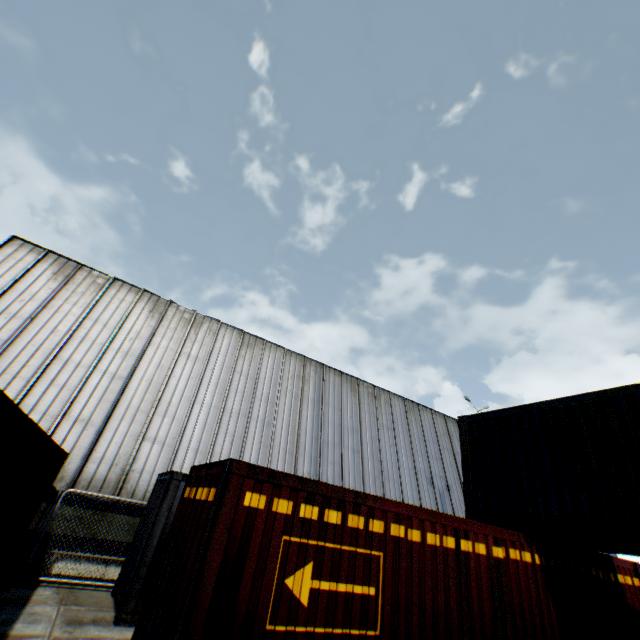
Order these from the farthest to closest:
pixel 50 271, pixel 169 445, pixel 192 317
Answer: pixel 192 317, pixel 50 271, pixel 169 445

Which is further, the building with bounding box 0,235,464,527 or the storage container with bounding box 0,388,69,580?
A: the building with bounding box 0,235,464,527

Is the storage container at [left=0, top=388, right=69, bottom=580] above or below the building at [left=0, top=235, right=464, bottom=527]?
below

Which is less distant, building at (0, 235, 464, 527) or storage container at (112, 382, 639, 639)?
storage container at (112, 382, 639, 639)

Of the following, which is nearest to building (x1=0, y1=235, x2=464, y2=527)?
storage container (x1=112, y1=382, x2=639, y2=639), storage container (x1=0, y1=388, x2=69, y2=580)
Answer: storage container (x1=0, y1=388, x2=69, y2=580)

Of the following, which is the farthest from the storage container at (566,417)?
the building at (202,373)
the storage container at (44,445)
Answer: the building at (202,373)

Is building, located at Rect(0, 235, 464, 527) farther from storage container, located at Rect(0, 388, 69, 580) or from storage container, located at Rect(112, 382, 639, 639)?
storage container, located at Rect(112, 382, 639, 639)
